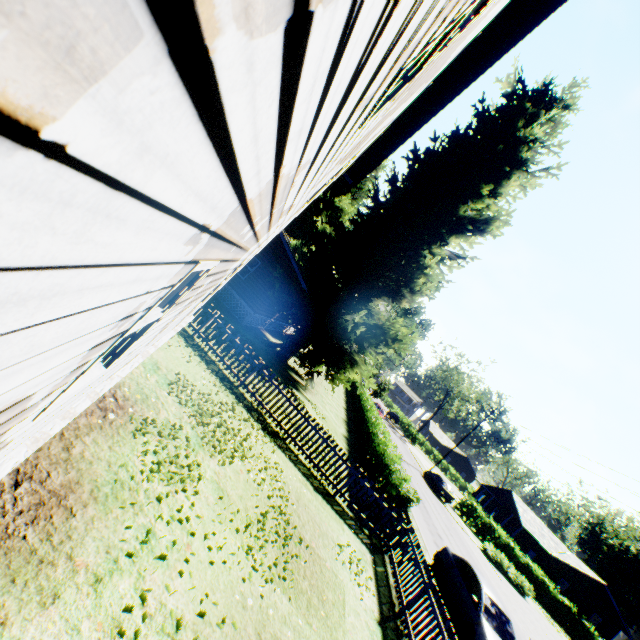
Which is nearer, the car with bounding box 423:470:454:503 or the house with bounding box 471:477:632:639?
the car with bounding box 423:470:454:503

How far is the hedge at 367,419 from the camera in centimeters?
1232cm

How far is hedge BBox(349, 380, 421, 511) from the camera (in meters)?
12.32

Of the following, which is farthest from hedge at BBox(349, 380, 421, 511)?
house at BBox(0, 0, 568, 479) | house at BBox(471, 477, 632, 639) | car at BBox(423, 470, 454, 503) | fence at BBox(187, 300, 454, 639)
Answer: house at BBox(471, 477, 632, 639)

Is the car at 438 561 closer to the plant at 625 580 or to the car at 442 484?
the plant at 625 580

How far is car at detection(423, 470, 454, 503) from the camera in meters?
32.7 m

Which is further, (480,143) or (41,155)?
(480,143)

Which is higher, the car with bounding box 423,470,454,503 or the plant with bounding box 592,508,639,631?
the plant with bounding box 592,508,639,631
